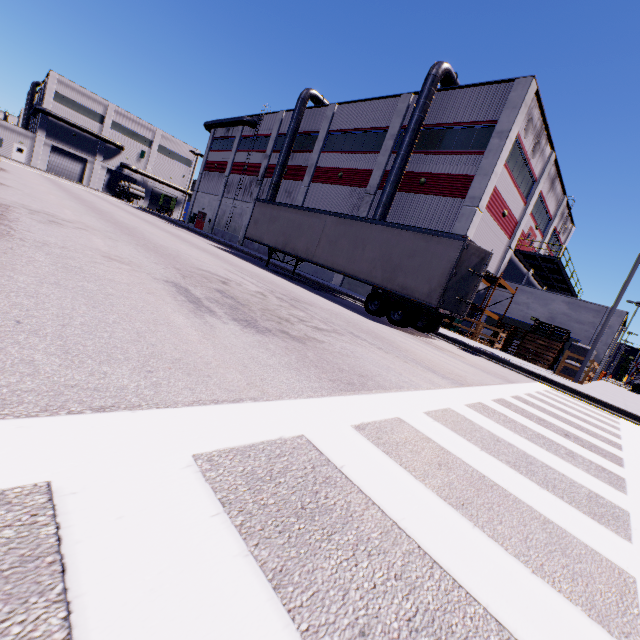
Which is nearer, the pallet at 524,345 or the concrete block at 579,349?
the concrete block at 579,349

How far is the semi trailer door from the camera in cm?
1168

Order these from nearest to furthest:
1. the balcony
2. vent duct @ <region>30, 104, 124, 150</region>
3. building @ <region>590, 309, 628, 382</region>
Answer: building @ <region>590, 309, 628, 382</region> → the balcony → vent duct @ <region>30, 104, 124, 150</region>

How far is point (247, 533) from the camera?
1.4m

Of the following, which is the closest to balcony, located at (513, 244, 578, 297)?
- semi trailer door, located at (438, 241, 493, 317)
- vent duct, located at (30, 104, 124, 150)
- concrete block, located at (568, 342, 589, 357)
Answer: concrete block, located at (568, 342, 589, 357)

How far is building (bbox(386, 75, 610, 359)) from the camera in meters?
19.1

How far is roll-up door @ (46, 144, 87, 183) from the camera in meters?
54.1 m

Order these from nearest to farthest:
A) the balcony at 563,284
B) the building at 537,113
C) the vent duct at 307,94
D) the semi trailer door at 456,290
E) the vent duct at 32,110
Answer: the semi trailer door at 456,290
the building at 537,113
the balcony at 563,284
the vent duct at 307,94
the vent duct at 32,110
